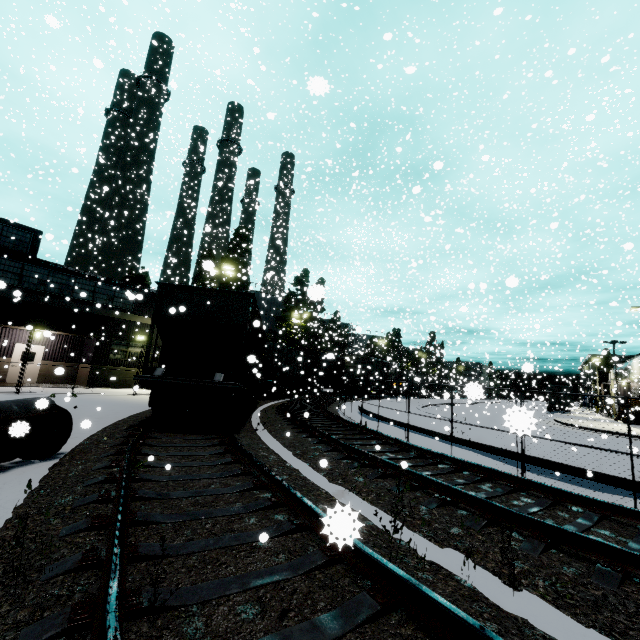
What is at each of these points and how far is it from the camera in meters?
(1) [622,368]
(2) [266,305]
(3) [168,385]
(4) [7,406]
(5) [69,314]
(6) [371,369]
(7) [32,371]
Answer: (1) building, 48.0 m
(2) silo, 31.3 m
(3) flatcar, 9.2 m
(4) concrete pipe, 9.1 m
(5) building, 21.1 m
(6) cargo car, 39.1 m
(7) door, 21.0 m

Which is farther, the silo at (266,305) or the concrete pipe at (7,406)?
the silo at (266,305)

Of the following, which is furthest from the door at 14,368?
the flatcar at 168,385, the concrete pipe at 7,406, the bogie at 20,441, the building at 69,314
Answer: → the bogie at 20,441

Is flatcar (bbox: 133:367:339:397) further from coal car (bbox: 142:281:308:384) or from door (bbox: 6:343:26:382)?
door (bbox: 6:343:26:382)

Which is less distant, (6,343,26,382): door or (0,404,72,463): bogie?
(0,404,72,463): bogie

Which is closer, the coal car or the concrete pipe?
the concrete pipe

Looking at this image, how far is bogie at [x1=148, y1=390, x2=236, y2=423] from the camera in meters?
9.3

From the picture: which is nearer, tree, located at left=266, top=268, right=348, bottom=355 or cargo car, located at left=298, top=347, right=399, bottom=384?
A: tree, located at left=266, top=268, right=348, bottom=355
